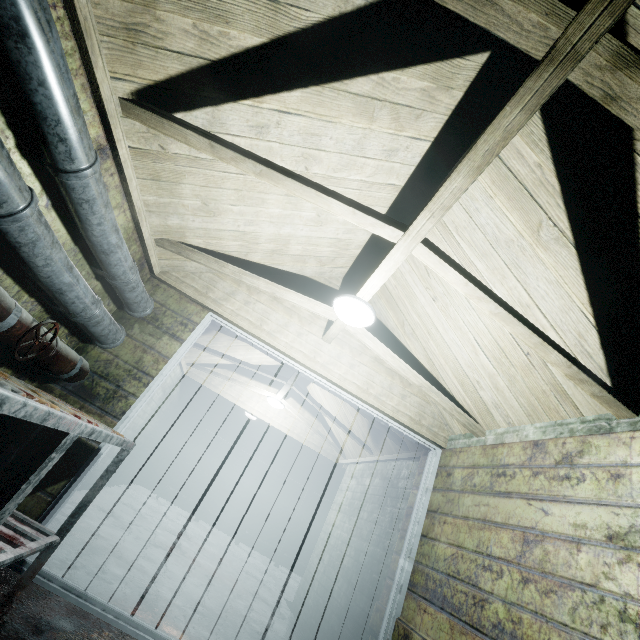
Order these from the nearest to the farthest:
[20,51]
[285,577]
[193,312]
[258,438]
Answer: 1. [20,51]
2. [193,312]
3. [285,577]
4. [258,438]

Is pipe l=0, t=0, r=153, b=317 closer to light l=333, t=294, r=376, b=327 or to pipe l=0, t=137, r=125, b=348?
pipe l=0, t=137, r=125, b=348

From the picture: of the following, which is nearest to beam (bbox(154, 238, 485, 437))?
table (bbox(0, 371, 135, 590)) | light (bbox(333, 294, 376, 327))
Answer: light (bbox(333, 294, 376, 327))

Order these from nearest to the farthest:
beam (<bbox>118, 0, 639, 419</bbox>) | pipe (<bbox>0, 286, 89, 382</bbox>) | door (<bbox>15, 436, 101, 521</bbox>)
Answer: beam (<bbox>118, 0, 639, 419</bbox>), pipe (<bbox>0, 286, 89, 382</bbox>), door (<bbox>15, 436, 101, 521</bbox>)

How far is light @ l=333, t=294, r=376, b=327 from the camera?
2.2m

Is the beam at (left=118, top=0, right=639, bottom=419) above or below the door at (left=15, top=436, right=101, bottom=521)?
above

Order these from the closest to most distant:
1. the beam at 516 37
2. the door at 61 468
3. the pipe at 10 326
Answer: the beam at 516 37 → the pipe at 10 326 → the door at 61 468

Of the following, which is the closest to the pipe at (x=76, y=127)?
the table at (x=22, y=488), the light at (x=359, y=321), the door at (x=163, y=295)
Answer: the door at (x=163, y=295)
